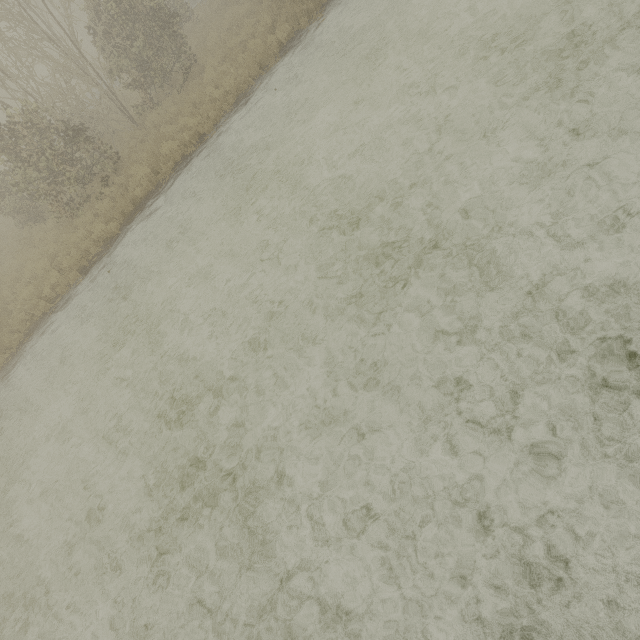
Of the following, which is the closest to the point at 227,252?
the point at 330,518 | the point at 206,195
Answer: the point at 206,195
